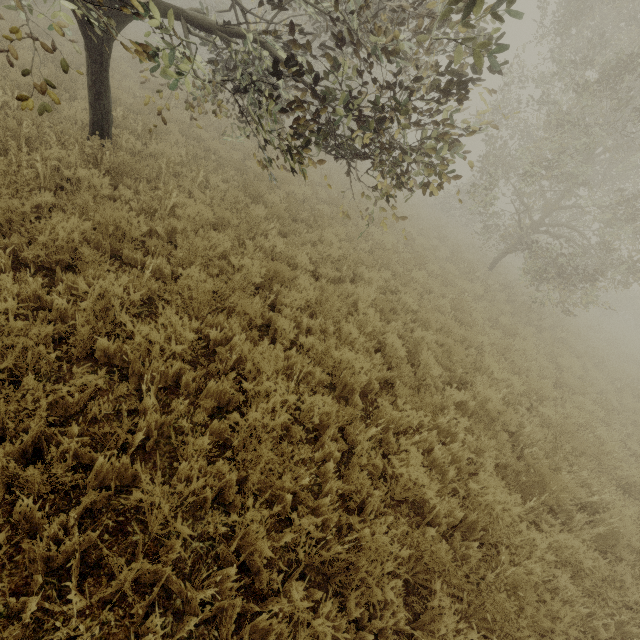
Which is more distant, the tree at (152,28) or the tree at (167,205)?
the tree at (167,205)

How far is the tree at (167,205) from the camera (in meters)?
5.52

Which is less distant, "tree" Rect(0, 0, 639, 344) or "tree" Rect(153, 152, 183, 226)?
"tree" Rect(0, 0, 639, 344)

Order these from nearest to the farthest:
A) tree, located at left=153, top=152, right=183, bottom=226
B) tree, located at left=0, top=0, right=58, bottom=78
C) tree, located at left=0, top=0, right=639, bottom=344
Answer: tree, located at left=0, top=0, right=58, bottom=78, tree, located at left=0, top=0, right=639, bottom=344, tree, located at left=153, top=152, right=183, bottom=226

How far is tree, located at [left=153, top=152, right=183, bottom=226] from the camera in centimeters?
552cm

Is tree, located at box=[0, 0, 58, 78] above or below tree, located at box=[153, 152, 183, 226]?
above

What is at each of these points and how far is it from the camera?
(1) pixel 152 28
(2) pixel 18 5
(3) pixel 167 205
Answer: (1) tree, 4.29m
(2) tree, 2.46m
(3) tree, 5.71m
